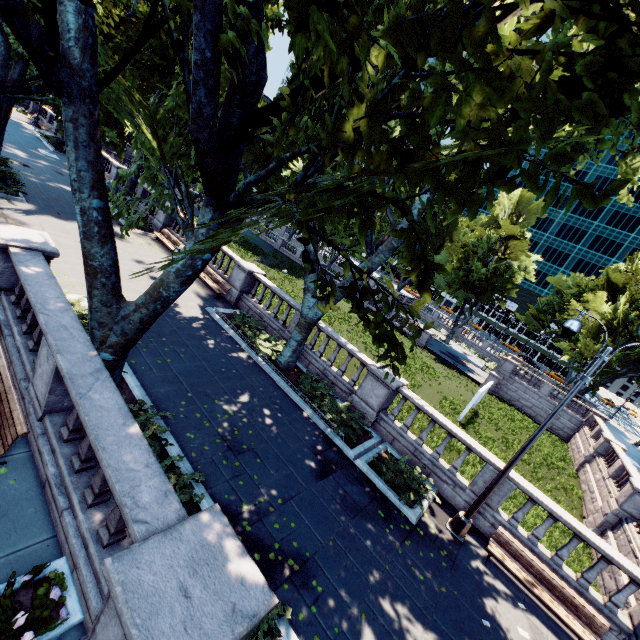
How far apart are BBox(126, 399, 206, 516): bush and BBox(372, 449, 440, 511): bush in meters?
5.6

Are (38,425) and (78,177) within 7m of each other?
yes

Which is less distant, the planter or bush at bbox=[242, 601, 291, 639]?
the planter

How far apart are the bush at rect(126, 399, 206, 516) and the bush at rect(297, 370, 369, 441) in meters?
5.3

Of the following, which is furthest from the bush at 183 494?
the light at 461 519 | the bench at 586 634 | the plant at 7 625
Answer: the bench at 586 634

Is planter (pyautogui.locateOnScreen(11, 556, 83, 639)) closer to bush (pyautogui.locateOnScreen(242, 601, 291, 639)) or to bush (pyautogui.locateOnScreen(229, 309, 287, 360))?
bush (pyautogui.locateOnScreen(242, 601, 291, 639))

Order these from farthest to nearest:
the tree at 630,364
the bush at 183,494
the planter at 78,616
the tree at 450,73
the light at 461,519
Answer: the tree at 630,364 < the light at 461,519 < the bush at 183,494 < the planter at 78,616 < the tree at 450,73

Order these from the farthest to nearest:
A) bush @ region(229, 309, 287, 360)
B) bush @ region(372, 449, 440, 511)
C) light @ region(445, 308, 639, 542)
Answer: bush @ region(229, 309, 287, 360) < bush @ region(372, 449, 440, 511) < light @ region(445, 308, 639, 542)
